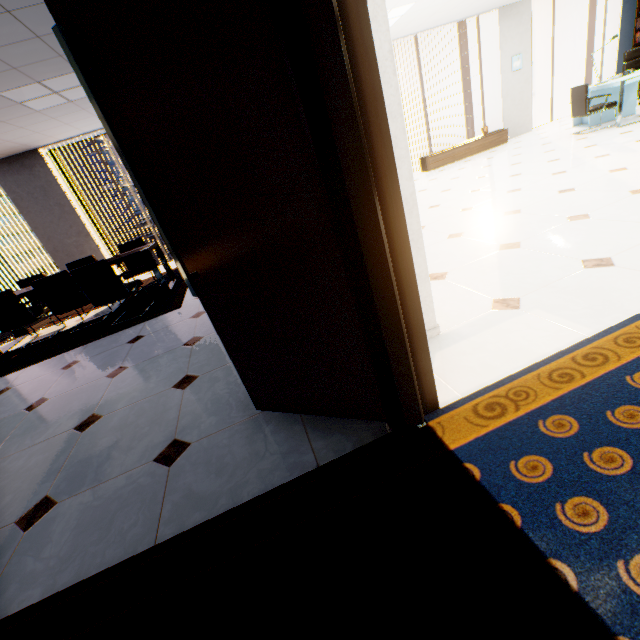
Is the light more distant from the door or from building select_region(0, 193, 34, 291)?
building select_region(0, 193, 34, 291)

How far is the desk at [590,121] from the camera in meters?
6.8 m

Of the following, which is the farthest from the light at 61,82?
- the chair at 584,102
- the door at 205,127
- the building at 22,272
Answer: the building at 22,272

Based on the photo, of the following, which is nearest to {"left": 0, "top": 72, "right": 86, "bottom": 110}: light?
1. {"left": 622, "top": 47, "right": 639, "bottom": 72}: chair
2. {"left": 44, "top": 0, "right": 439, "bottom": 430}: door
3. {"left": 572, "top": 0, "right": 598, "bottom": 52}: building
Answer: {"left": 44, "top": 0, "right": 439, "bottom": 430}: door

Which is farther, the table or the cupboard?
the cupboard

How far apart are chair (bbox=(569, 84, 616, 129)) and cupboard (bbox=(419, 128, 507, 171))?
2.00m

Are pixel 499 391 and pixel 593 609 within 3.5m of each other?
yes

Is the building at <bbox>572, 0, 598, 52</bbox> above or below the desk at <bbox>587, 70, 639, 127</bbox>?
above
